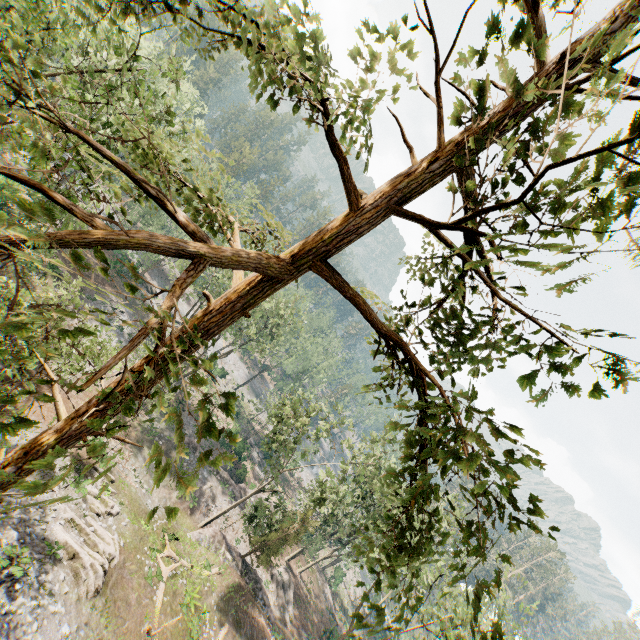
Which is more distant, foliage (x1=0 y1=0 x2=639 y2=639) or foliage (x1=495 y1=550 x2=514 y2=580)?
foliage (x1=495 y1=550 x2=514 y2=580)

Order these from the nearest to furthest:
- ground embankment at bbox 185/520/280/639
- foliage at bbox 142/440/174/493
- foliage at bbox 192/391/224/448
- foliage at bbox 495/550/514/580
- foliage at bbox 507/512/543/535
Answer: foliage at bbox 142/440/174/493 < foliage at bbox 192/391/224/448 < foliage at bbox 495/550/514/580 < foliage at bbox 507/512/543/535 < ground embankment at bbox 185/520/280/639

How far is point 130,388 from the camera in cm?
370

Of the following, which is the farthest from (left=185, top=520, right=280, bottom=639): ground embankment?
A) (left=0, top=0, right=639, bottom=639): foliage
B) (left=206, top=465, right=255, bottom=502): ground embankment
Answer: (left=206, top=465, right=255, bottom=502): ground embankment

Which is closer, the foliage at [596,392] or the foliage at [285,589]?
the foliage at [596,392]

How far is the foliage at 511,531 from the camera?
4.3m

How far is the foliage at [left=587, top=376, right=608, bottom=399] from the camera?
3.28m
